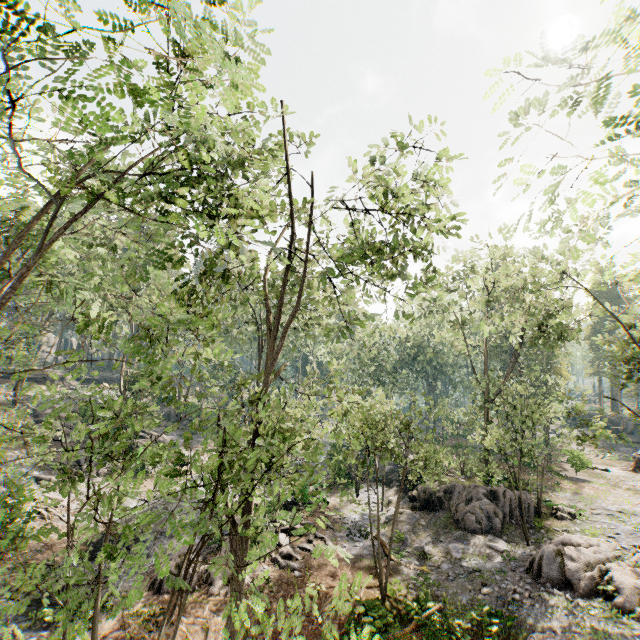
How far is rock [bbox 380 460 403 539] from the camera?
22.1m

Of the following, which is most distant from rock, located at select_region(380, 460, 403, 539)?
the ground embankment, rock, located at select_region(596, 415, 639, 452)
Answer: rock, located at select_region(596, 415, 639, 452)

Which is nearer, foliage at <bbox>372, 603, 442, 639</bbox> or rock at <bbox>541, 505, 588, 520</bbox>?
foliage at <bbox>372, 603, 442, 639</bbox>

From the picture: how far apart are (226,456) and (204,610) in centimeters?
948cm

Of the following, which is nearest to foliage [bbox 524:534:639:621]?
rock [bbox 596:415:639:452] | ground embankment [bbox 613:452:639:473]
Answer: ground embankment [bbox 613:452:639:473]

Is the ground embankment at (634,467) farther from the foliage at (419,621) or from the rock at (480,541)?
the rock at (480,541)

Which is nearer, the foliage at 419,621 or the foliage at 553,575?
the foliage at 419,621

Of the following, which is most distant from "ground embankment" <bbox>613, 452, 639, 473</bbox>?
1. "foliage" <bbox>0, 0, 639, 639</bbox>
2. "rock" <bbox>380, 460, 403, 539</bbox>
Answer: "rock" <bbox>380, 460, 403, 539</bbox>
